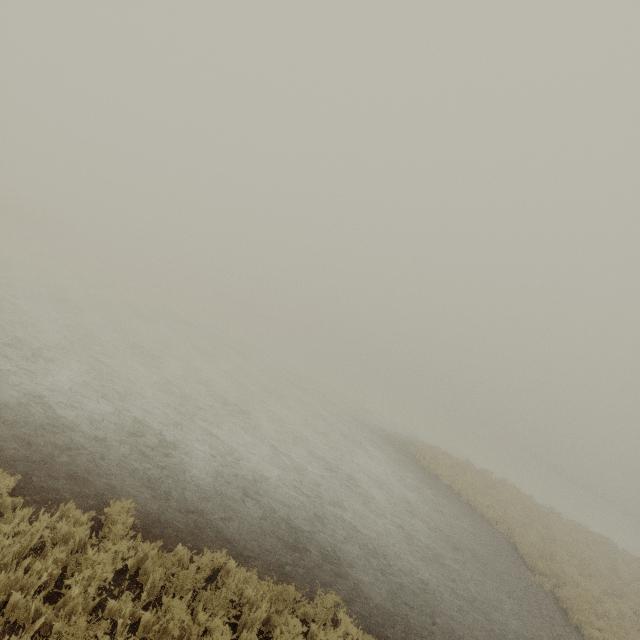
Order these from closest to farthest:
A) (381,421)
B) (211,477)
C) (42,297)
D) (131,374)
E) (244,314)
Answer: (211,477) → (131,374) → (42,297) → (381,421) → (244,314)
